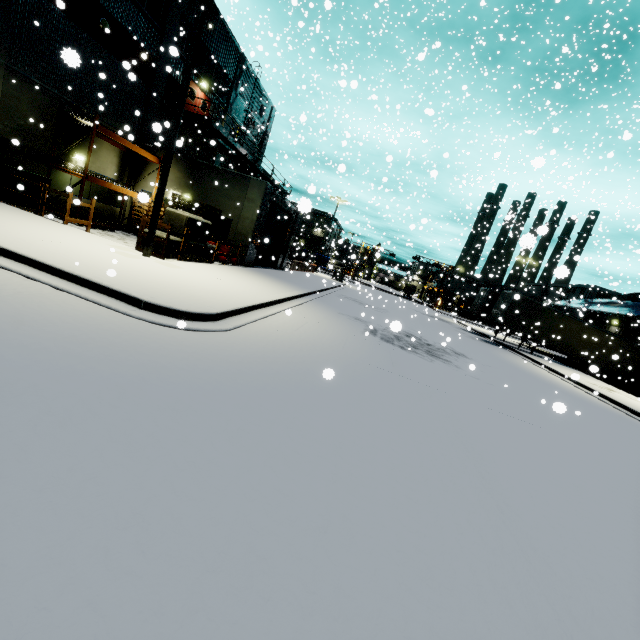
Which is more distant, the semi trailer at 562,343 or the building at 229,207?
the semi trailer at 562,343

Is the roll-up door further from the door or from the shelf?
the door

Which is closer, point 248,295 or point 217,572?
point 217,572

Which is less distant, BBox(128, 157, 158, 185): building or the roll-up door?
BBox(128, 157, 158, 185): building

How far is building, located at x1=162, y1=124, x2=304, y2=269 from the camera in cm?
1811

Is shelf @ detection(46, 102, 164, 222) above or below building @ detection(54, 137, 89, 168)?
above

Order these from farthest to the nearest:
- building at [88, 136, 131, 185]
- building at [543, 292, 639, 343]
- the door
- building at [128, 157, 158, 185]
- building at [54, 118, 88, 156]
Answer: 1. building at [543, 292, 639, 343]
2. the door
3. building at [128, 157, 158, 185]
4. building at [88, 136, 131, 185]
5. building at [54, 118, 88, 156]

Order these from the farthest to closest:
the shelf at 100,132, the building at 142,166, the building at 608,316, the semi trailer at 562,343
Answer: the building at 608,316
the semi trailer at 562,343
the building at 142,166
the shelf at 100,132
